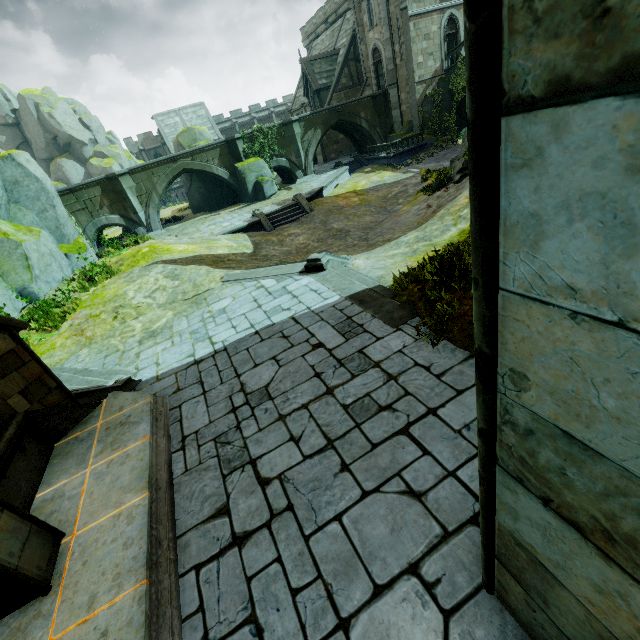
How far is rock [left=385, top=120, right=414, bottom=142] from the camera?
30.17m

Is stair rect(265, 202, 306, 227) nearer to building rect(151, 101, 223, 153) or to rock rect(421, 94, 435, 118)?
rock rect(421, 94, 435, 118)

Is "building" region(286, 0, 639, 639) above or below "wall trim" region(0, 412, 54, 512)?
above

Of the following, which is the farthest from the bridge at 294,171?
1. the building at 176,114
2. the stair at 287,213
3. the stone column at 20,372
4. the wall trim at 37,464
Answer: the building at 176,114

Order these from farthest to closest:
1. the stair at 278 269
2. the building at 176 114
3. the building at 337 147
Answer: the building at 176 114 < the building at 337 147 < the stair at 278 269

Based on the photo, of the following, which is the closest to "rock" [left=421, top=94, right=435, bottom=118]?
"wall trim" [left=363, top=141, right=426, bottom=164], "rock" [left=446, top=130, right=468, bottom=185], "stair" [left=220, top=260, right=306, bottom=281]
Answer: "wall trim" [left=363, top=141, right=426, bottom=164]

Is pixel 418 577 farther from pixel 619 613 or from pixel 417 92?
pixel 417 92

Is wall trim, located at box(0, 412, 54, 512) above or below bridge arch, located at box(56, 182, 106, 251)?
below
